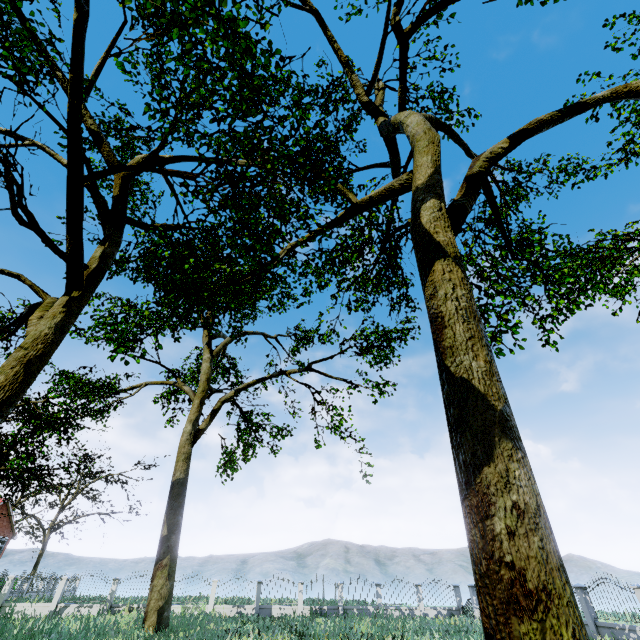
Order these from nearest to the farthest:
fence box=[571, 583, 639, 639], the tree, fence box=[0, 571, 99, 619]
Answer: the tree < fence box=[571, 583, 639, 639] < fence box=[0, 571, 99, 619]

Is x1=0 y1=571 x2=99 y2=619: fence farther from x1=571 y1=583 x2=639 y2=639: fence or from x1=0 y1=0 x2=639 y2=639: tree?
x1=571 y1=583 x2=639 y2=639: fence

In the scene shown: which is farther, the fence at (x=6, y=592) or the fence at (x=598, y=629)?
the fence at (x=6, y=592)

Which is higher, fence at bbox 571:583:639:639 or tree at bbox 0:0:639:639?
tree at bbox 0:0:639:639

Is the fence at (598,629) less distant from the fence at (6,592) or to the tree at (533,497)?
the tree at (533,497)

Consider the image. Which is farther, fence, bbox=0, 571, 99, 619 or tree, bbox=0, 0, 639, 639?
fence, bbox=0, 571, 99, 619

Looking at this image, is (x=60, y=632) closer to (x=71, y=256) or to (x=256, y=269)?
(x=71, y=256)
